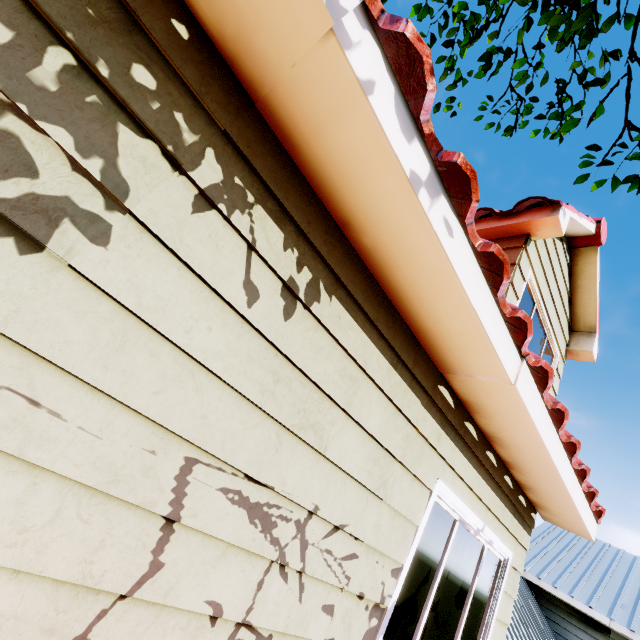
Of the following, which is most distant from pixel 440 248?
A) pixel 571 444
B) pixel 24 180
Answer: pixel 571 444
